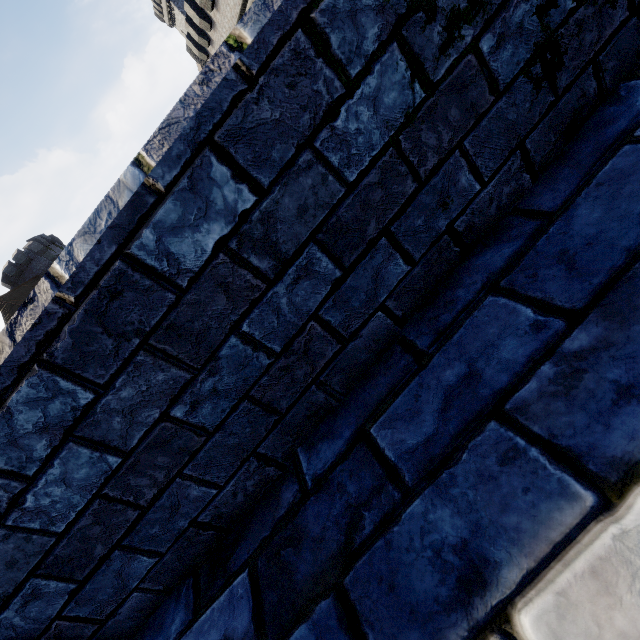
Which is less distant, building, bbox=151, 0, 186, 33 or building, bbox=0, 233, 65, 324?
building, bbox=0, 233, 65, 324

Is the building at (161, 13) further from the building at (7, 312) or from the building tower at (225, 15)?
the building at (7, 312)

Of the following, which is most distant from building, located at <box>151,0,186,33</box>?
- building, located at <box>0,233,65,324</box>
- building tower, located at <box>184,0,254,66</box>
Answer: building, located at <box>0,233,65,324</box>

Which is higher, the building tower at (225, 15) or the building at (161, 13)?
the building at (161, 13)

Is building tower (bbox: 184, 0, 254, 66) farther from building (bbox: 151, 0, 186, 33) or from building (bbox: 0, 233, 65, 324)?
building (bbox: 151, 0, 186, 33)

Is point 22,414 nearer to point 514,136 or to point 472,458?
point 472,458
